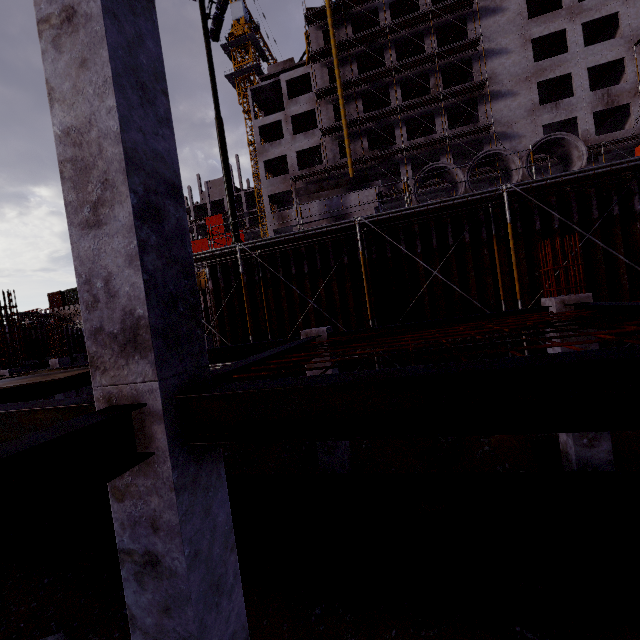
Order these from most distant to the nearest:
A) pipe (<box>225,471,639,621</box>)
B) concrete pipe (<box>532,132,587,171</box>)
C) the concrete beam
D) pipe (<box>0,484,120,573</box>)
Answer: the concrete beam → concrete pipe (<box>532,132,587,171</box>) → pipe (<box>0,484,120,573</box>) → pipe (<box>225,471,639,621</box>)

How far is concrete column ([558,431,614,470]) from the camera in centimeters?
586cm

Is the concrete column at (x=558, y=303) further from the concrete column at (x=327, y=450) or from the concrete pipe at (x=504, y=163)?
the concrete pipe at (x=504, y=163)

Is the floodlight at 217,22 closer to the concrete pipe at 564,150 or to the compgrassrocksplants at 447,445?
the concrete pipe at 564,150

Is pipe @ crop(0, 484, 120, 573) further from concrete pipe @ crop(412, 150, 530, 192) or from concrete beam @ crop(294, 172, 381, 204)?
concrete beam @ crop(294, 172, 381, 204)

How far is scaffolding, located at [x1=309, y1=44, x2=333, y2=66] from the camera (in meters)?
33.06

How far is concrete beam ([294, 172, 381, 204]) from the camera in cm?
1508

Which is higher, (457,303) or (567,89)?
(567,89)
